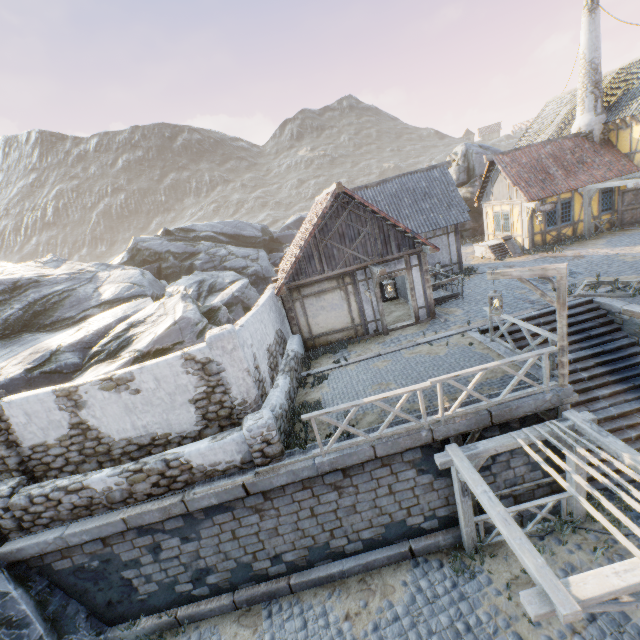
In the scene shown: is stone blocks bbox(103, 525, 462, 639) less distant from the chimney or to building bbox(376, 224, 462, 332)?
building bbox(376, 224, 462, 332)

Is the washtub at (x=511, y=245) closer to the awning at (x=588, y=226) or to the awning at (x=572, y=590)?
the awning at (x=588, y=226)

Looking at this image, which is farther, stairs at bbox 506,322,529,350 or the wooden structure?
stairs at bbox 506,322,529,350

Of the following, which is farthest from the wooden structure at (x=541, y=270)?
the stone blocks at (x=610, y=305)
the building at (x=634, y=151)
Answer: the building at (x=634, y=151)

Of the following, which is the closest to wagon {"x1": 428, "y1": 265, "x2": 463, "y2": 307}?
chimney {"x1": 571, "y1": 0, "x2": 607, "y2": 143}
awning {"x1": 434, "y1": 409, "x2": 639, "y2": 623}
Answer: awning {"x1": 434, "y1": 409, "x2": 639, "y2": 623}

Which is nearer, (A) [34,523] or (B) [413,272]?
(A) [34,523]

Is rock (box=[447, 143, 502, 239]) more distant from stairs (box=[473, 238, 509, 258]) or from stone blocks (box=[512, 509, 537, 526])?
stairs (box=[473, 238, 509, 258])

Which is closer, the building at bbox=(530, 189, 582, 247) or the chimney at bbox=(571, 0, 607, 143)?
the chimney at bbox=(571, 0, 607, 143)
